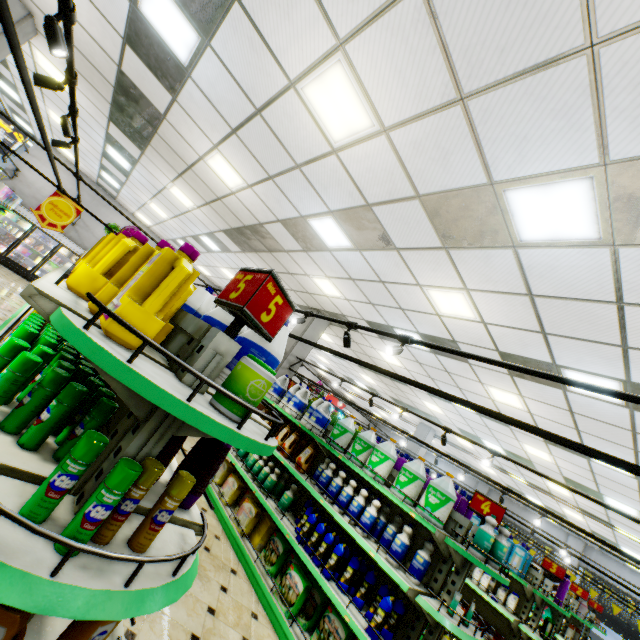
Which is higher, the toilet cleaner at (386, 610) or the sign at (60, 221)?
the sign at (60, 221)

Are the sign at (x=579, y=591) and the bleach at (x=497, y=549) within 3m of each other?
no

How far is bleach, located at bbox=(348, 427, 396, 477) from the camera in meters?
4.1 m

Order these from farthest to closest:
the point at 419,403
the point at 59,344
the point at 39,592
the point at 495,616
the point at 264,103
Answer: the point at 419,403
the point at 495,616
the point at 264,103
the point at 59,344
the point at 39,592

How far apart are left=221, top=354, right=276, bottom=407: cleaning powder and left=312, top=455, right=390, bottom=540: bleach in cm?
318

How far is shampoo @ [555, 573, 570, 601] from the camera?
5.62m

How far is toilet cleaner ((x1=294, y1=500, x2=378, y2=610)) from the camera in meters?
3.6 m

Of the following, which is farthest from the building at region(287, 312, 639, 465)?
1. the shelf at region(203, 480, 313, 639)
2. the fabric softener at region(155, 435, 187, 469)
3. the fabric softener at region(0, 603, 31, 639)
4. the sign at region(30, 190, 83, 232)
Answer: the sign at region(30, 190, 83, 232)
